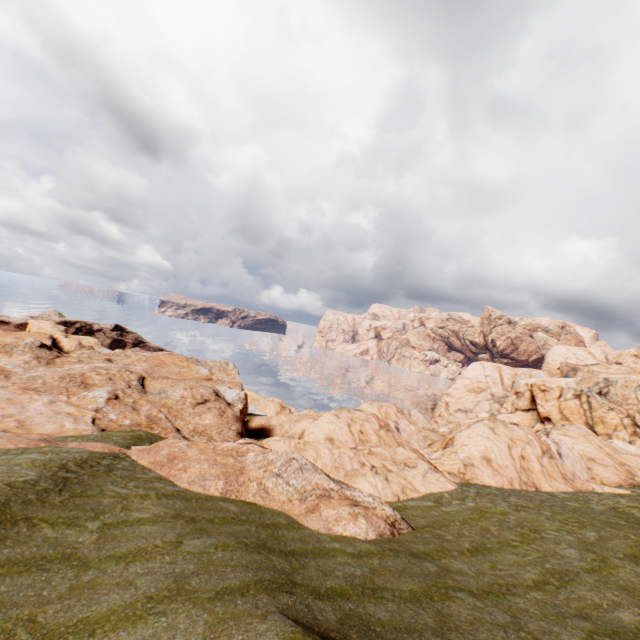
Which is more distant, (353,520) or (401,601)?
(353,520)
